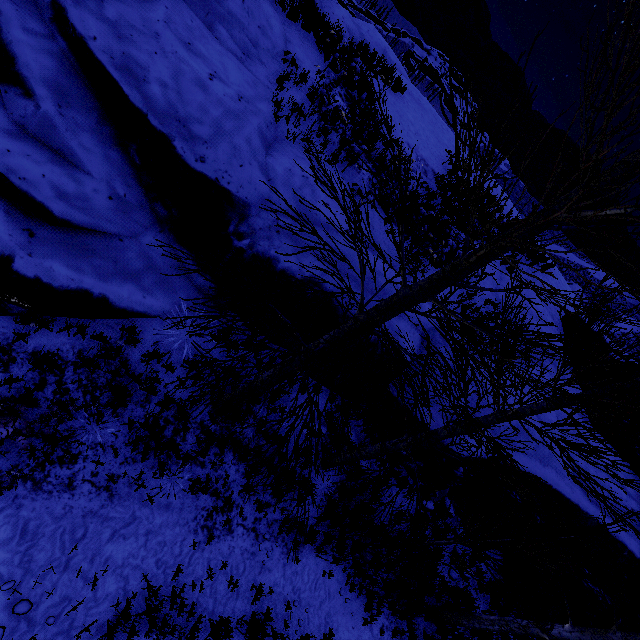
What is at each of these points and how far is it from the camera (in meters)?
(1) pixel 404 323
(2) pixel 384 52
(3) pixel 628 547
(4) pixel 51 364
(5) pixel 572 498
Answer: (1) rock, 7.80
(2) rock, 23.53
(3) rock, 8.25
(4) instancedfoliageactor, 5.14
(5) rock, 8.56

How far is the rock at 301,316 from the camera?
7.27m

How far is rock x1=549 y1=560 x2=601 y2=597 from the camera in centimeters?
892cm

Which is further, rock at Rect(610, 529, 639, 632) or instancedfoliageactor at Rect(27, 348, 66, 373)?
rock at Rect(610, 529, 639, 632)

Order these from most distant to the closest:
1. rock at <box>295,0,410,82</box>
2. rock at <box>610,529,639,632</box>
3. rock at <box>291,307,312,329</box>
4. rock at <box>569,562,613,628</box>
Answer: rock at <box>295,0,410,82</box> → rock at <box>569,562,613,628</box> → rock at <box>610,529,639,632</box> → rock at <box>291,307,312,329</box>

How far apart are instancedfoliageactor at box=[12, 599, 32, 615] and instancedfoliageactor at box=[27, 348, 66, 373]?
3.06m

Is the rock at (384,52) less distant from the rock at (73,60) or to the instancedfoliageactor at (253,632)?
the rock at (73,60)
